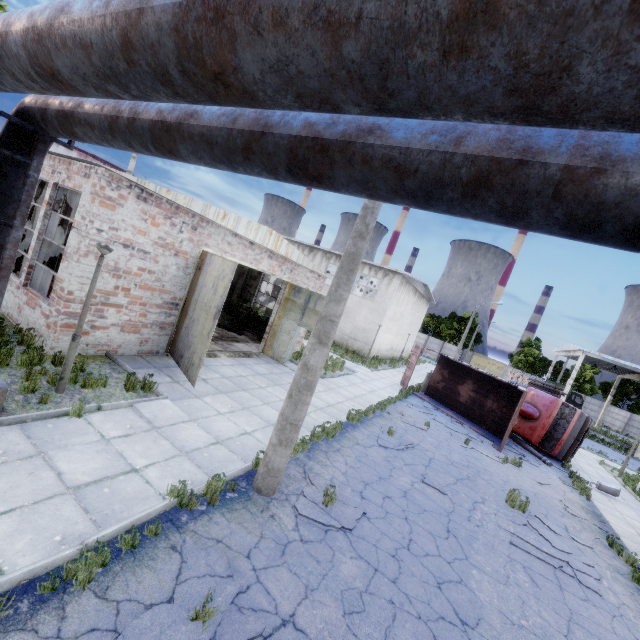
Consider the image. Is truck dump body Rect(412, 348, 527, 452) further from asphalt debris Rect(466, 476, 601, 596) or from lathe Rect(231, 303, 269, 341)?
lathe Rect(231, 303, 269, 341)

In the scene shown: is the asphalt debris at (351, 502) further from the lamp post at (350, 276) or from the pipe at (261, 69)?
the pipe at (261, 69)

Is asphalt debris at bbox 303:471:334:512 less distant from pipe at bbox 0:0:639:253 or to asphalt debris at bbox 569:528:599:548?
asphalt debris at bbox 569:528:599:548

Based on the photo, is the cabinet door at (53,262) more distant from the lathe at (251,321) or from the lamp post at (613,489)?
the lamp post at (613,489)

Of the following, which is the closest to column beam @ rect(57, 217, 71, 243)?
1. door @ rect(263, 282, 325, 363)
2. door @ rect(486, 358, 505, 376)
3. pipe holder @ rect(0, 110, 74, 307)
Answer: door @ rect(263, 282, 325, 363)

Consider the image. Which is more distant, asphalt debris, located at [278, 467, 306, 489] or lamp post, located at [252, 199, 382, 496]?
asphalt debris, located at [278, 467, 306, 489]

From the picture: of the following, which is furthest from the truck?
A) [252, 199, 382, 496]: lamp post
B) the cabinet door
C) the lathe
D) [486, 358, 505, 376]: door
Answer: [486, 358, 505, 376]: door

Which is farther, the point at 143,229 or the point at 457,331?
the point at 457,331
